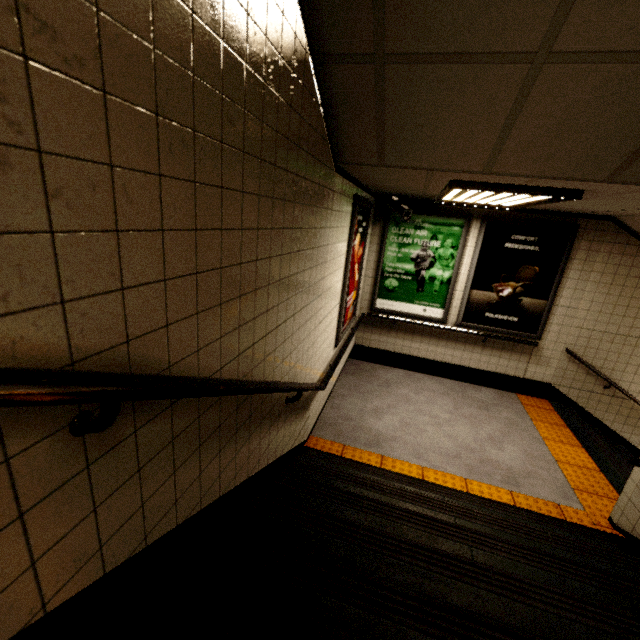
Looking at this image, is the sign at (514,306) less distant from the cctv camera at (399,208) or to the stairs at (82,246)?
the cctv camera at (399,208)

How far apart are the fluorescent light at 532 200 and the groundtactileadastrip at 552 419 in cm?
293

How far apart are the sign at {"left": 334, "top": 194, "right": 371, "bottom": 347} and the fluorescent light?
0.86m

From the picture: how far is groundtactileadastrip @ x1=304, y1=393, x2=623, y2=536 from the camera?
3.3 meters

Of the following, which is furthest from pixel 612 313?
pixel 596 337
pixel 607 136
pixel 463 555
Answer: pixel 463 555

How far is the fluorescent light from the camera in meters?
2.6

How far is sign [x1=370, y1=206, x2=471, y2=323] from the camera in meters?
5.1 m

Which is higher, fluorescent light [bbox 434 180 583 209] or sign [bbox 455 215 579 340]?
fluorescent light [bbox 434 180 583 209]
